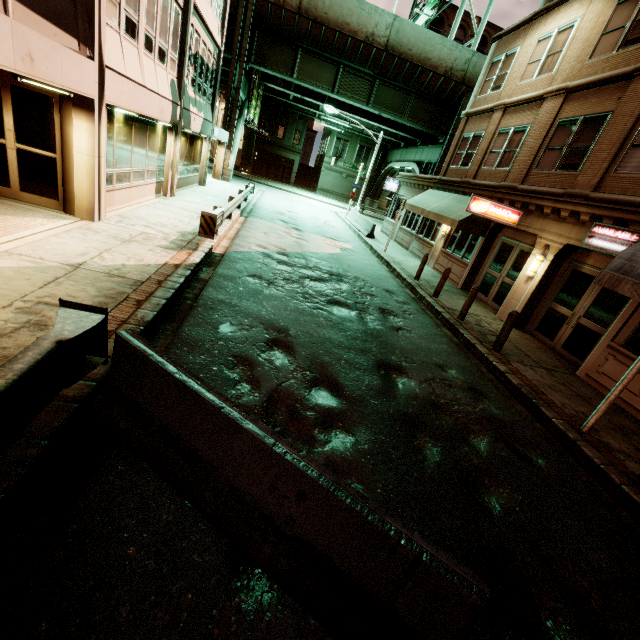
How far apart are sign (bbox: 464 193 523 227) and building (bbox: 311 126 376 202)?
39.8 meters

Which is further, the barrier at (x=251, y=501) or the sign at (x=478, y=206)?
the sign at (x=478, y=206)

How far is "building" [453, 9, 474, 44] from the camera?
41.69m

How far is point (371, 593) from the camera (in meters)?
2.46

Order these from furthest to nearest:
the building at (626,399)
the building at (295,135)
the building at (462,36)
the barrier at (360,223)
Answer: the building at (295,135) < the building at (462,36) < the barrier at (360,223) < the building at (626,399)

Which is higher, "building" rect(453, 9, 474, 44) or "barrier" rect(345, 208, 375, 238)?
"building" rect(453, 9, 474, 44)

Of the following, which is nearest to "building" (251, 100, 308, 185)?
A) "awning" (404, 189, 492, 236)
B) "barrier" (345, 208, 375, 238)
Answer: "barrier" (345, 208, 375, 238)

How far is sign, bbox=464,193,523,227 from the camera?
12.02m
